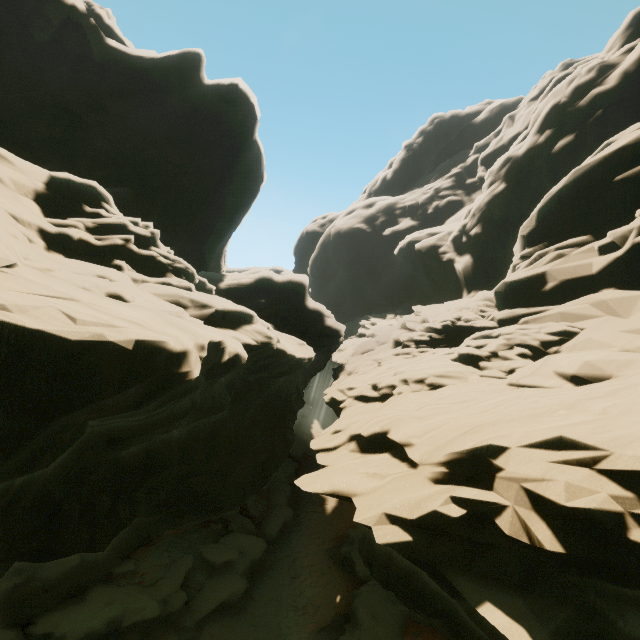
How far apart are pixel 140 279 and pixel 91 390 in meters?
7.4
